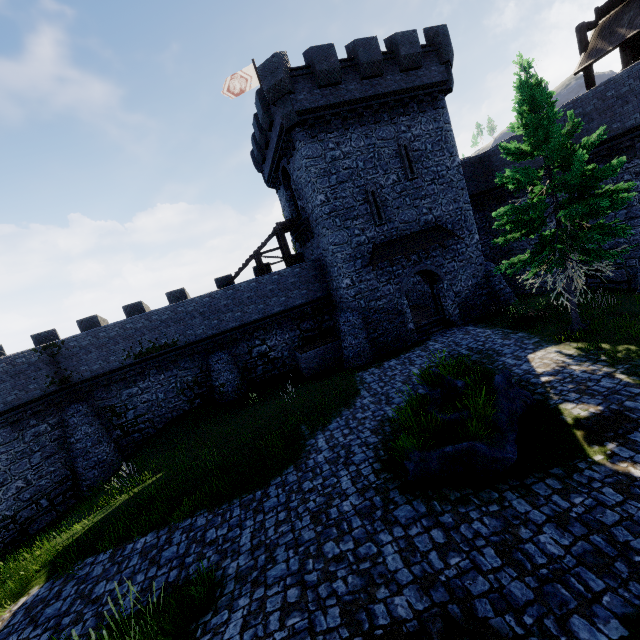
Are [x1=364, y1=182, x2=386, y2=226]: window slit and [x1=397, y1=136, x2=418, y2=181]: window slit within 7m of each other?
yes

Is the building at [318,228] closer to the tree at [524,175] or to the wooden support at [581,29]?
the wooden support at [581,29]

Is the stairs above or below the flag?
below

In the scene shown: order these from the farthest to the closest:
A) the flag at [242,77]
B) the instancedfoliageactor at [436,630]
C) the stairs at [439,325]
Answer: the flag at [242,77]
the stairs at [439,325]
the instancedfoliageactor at [436,630]

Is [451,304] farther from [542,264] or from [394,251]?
[542,264]

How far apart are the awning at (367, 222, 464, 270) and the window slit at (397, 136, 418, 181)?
2.70m

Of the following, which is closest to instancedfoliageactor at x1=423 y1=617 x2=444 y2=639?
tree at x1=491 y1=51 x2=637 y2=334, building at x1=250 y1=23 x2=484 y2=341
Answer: tree at x1=491 y1=51 x2=637 y2=334

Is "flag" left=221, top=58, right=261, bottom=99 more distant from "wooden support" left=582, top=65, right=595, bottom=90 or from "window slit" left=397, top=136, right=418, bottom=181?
"wooden support" left=582, top=65, right=595, bottom=90
